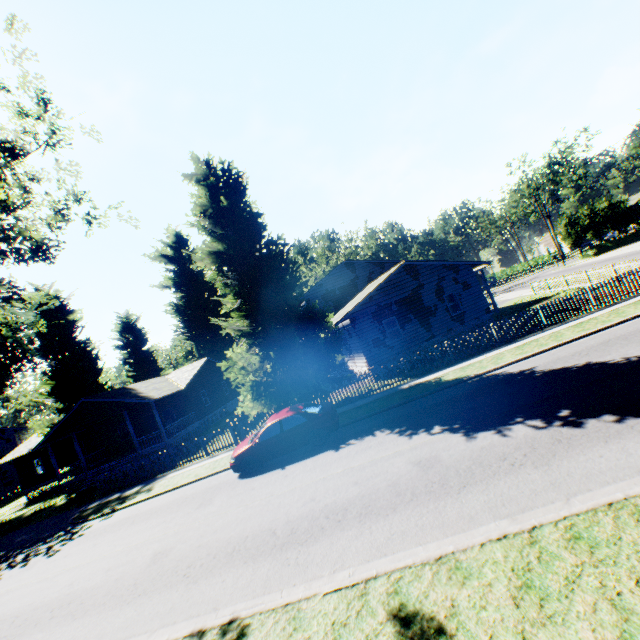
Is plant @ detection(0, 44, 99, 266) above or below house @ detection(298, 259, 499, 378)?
above

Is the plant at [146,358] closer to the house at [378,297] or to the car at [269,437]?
the house at [378,297]

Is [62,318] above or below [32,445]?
above

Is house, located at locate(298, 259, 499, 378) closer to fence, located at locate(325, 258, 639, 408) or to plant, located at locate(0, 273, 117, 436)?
plant, located at locate(0, 273, 117, 436)

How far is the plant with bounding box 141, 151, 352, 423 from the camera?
16.4m

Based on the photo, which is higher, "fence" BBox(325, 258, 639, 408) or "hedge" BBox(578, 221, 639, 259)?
"fence" BBox(325, 258, 639, 408)

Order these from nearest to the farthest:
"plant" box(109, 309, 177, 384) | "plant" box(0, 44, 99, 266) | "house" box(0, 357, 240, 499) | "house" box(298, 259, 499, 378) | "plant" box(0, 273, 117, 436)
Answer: "plant" box(0, 44, 99, 266) → "plant" box(0, 273, 117, 436) → "house" box(298, 259, 499, 378) → "house" box(0, 357, 240, 499) → "plant" box(109, 309, 177, 384)

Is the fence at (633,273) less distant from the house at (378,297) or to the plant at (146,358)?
the plant at (146,358)
